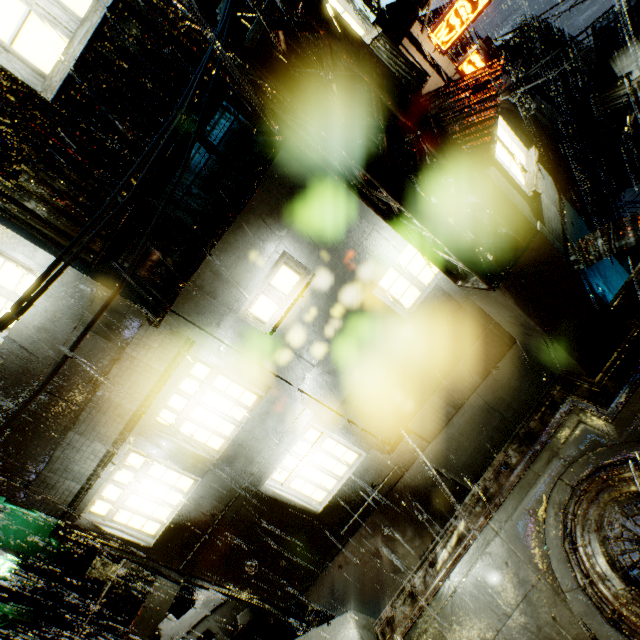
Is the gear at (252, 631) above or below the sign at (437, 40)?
below

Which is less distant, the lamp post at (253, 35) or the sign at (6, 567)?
the lamp post at (253, 35)

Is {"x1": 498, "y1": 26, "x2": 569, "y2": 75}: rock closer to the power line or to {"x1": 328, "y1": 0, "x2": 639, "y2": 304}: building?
{"x1": 328, "y1": 0, "x2": 639, "y2": 304}: building

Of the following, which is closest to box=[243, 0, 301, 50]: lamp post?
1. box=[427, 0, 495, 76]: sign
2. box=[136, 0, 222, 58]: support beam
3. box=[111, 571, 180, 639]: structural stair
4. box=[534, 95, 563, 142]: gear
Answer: box=[136, 0, 222, 58]: support beam

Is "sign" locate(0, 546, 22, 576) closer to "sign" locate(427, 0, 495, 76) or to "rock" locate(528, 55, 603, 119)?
"sign" locate(427, 0, 495, 76)

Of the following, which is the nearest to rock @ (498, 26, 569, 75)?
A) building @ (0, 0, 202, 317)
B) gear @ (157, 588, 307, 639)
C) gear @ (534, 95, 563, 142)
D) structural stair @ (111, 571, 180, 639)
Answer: building @ (0, 0, 202, 317)

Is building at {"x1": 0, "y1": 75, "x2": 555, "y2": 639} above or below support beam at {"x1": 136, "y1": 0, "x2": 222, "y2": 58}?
below

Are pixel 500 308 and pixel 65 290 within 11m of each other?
yes
